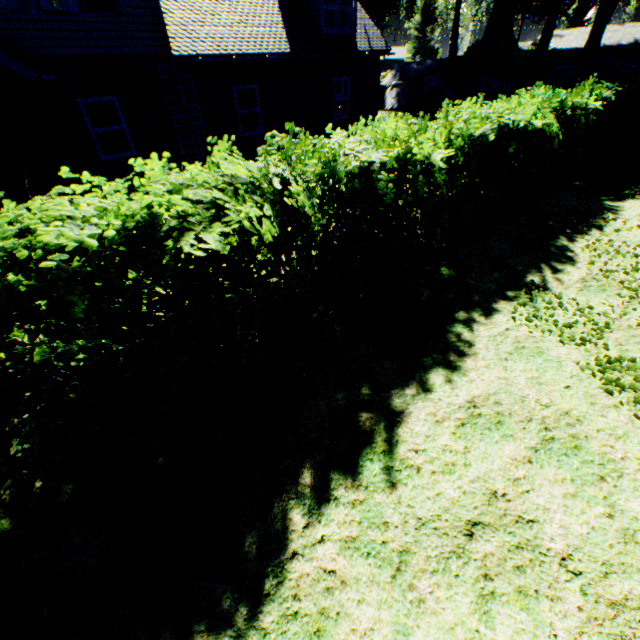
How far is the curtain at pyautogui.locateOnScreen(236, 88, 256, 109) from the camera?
12.1m

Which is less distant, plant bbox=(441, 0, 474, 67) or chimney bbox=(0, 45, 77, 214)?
chimney bbox=(0, 45, 77, 214)

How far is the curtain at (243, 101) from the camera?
12.1 meters

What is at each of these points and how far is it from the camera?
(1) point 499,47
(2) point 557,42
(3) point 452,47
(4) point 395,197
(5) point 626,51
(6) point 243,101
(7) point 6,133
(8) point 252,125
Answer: (1) hedge, 25.73m
(2) house, 46.47m
(3) plant, 32.12m
(4) hedge, 4.60m
(5) house, 41.59m
(6) curtain, 12.29m
(7) chimney, 8.07m
(8) curtain, 12.91m

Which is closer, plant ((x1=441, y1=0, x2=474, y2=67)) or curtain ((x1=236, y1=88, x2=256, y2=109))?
curtain ((x1=236, y1=88, x2=256, y2=109))

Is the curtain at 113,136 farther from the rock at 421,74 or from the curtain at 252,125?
the rock at 421,74

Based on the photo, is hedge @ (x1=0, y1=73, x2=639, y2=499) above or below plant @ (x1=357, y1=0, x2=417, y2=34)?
below

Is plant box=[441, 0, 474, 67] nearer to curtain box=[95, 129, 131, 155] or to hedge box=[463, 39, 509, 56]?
hedge box=[463, 39, 509, 56]
